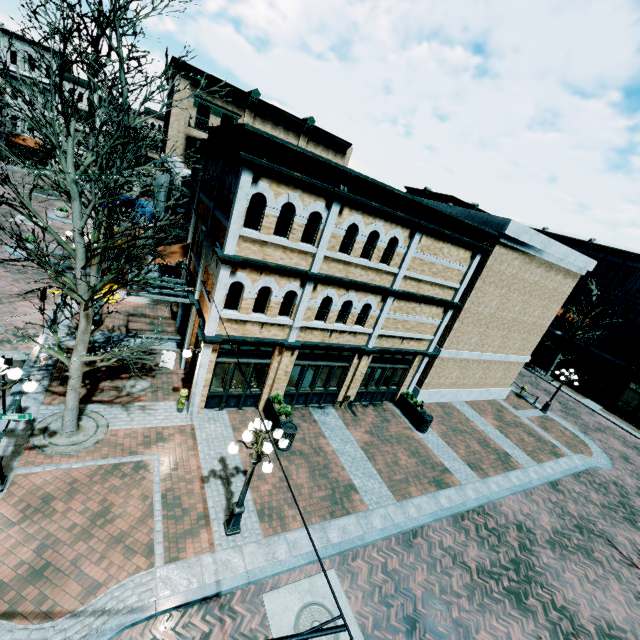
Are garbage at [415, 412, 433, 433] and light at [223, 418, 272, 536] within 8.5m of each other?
no

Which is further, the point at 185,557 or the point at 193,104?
the point at 193,104

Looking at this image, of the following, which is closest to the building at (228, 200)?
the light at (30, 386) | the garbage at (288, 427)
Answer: the garbage at (288, 427)

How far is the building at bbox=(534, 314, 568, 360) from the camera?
35.28m

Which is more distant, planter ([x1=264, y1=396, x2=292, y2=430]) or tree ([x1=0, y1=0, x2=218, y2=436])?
planter ([x1=264, y1=396, x2=292, y2=430])

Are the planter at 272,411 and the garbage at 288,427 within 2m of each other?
yes

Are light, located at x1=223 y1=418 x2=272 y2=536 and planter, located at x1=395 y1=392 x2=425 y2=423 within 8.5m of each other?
no

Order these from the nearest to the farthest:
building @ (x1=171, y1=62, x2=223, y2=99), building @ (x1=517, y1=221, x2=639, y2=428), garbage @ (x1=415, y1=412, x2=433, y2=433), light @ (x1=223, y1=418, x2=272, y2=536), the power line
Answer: the power line → light @ (x1=223, y1=418, x2=272, y2=536) → garbage @ (x1=415, y1=412, x2=433, y2=433) → building @ (x1=171, y1=62, x2=223, y2=99) → building @ (x1=517, y1=221, x2=639, y2=428)
